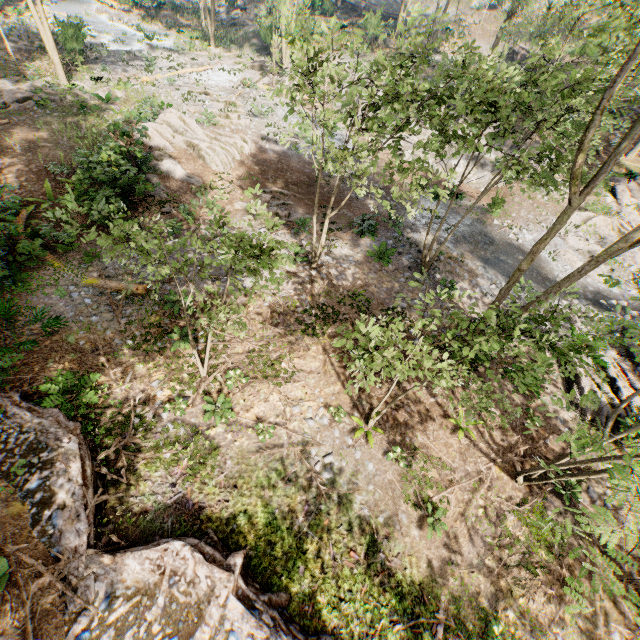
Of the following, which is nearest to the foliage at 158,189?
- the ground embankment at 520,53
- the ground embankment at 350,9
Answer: the ground embankment at 350,9

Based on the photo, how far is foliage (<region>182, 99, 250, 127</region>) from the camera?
22.0 meters

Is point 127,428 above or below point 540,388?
above

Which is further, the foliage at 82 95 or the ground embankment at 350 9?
the ground embankment at 350 9

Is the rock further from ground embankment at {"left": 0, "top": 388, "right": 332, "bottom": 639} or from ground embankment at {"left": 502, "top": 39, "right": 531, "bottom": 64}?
ground embankment at {"left": 0, "top": 388, "right": 332, "bottom": 639}

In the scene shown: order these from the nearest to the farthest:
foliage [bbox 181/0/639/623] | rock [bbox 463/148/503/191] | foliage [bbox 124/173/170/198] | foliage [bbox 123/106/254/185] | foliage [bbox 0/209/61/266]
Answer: foliage [bbox 181/0/639/623] < foliage [bbox 0/209/61/266] < foliage [bbox 124/173/170/198] < foliage [bbox 123/106/254/185] < rock [bbox 463/148/503/191]

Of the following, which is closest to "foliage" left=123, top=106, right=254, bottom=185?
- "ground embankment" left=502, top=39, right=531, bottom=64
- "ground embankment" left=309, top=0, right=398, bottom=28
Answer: "ground embankment" left=309, top=0, right=398, bottom=28
